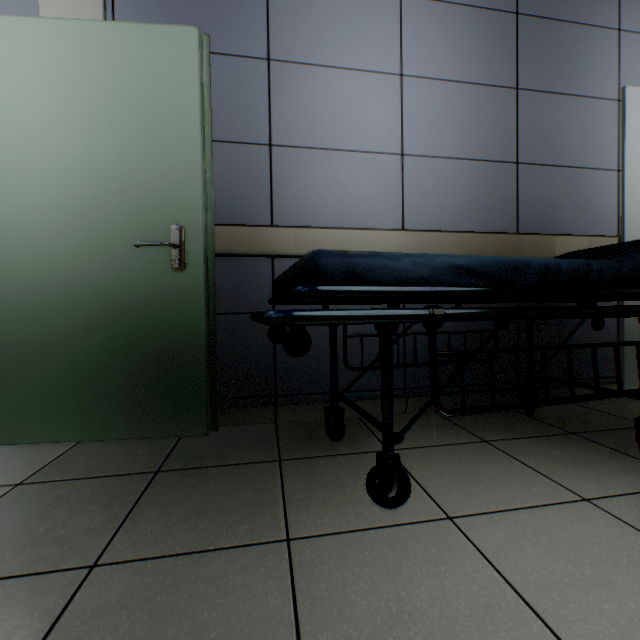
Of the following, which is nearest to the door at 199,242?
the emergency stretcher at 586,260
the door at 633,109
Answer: the emergency stretcher at 586,260

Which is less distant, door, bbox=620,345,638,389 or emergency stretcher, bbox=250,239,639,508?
emergency stretcher, bbox=250,239,639,508

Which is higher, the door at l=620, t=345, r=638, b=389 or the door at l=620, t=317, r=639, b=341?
the door at l=620, t=317, r=639, b=341

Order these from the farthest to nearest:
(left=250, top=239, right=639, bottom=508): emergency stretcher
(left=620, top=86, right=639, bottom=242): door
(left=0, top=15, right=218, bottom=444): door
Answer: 1. (left=620, top=86, right=639, bottom=242): door
2. (left=0, top=15, right=218, bottom=444): door
3. (left=250, top=239, right=639, bottom=508): emergency stretcher

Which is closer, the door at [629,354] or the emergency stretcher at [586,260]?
the emergency stretcher at [586,260]

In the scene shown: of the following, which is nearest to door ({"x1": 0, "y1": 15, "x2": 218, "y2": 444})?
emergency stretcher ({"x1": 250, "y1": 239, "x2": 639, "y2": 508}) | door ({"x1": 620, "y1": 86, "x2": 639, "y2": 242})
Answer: emergency stretcher ({"x1": 250, "y1": 239, "x2": 639, "y2": 508})

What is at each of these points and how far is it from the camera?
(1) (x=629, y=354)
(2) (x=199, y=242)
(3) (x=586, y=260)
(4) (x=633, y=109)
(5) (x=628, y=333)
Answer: (1) door, 2.3 meters
(2) door, 1.6 meters
(3) emergency stretcher, 1.2 meters
(4) door, 2.2 meters
(5) door, 2.3 meters
